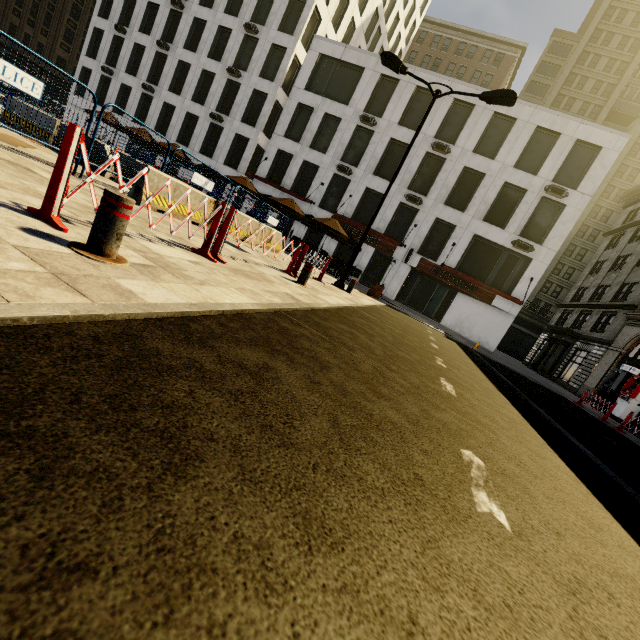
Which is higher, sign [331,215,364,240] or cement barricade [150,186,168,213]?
sign [331,215,364,240]

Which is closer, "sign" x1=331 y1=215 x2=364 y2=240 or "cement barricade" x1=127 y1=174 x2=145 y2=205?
"cement barricade" x1=127 y1=174 x2=145 y2=205

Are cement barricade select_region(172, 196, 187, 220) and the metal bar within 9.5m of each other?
yes

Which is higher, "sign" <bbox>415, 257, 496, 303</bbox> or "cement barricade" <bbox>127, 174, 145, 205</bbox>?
"sign" <bbox>415, 257, 496, 303</bbox>

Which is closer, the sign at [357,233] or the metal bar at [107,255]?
the metal bar at [107,255]

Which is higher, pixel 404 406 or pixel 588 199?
pixel 588 199

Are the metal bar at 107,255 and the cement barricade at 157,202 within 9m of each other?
yes

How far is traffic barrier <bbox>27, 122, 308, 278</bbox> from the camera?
2.83m
